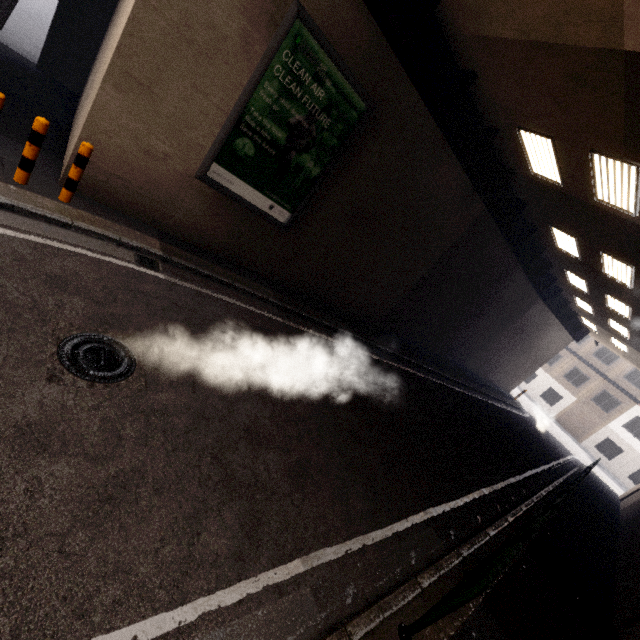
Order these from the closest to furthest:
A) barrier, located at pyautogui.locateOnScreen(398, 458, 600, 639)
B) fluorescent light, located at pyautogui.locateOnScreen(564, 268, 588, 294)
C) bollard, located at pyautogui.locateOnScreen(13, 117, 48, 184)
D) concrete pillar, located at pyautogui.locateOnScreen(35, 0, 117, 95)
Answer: barrier, located at pyautogui.locateOnScreen(398, 458, 600, 639) < bollard, located at pyautogui.locateOnScreen(13, 117, 48, 184) < concrete pillar, located at pyautogui.locateOnScreen(35, 0, 117, 95) < fluorescent light, located at pyautogui.locateOnScreen(564, 268, 588, 294)

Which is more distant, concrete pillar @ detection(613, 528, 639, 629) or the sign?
concrete pillar @ detection(613, 528, 639, 629)

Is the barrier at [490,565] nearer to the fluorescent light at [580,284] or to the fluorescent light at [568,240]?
the fluorescent light at [568,240]

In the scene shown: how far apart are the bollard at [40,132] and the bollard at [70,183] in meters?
0.4 m

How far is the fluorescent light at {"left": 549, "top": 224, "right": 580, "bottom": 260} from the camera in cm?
1137

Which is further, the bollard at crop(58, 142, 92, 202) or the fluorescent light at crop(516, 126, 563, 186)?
the fluorescent light at crop(516, 126, 563, 186)

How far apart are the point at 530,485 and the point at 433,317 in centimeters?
730cm

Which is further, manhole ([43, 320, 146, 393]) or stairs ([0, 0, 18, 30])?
stairs ([0, 0, 18, 30])
